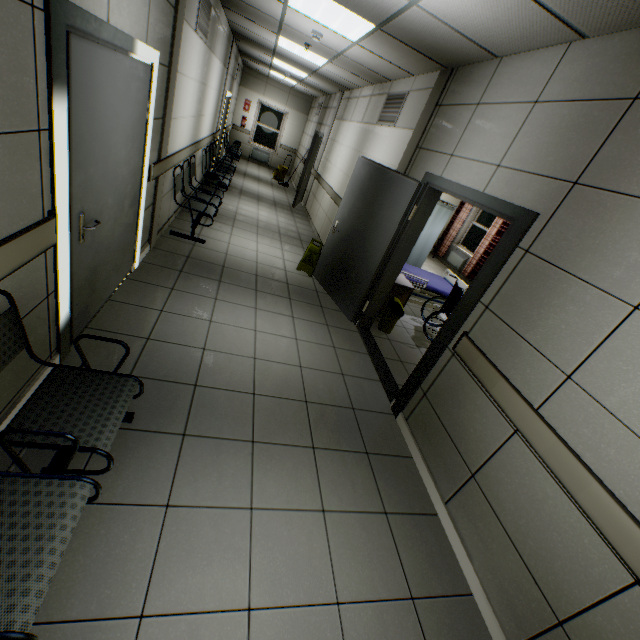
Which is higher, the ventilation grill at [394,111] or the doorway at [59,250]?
the ventilation grill at [394,111]

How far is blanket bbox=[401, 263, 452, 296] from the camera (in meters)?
5.68

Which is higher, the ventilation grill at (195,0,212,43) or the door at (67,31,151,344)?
the ventilation grill at (195,0,212,43)

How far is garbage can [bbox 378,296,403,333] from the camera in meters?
4.7

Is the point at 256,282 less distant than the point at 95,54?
No

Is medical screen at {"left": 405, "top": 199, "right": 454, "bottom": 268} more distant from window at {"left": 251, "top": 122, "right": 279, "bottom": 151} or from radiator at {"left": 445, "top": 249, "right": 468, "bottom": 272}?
window at {"left": 251, "top": 122, "right": 279, "bottom": 151}

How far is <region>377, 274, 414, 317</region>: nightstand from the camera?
4.9m

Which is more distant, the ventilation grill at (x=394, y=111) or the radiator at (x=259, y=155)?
the radiator at (x=259, y=155)
